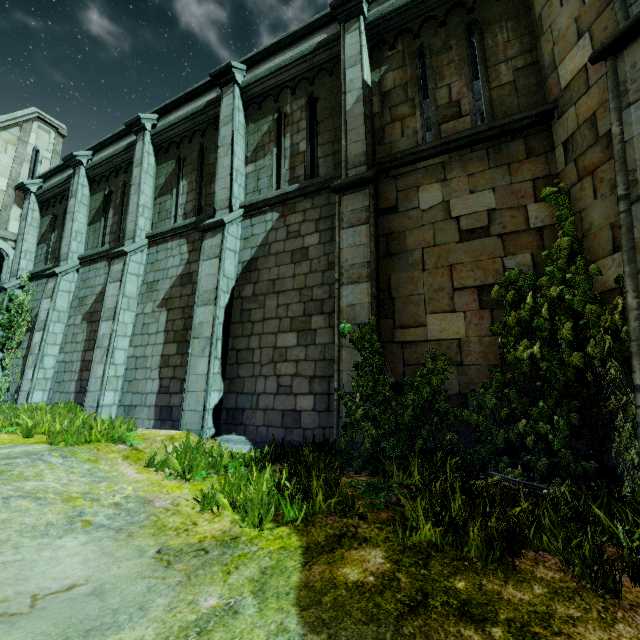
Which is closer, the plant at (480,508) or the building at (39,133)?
the plant at (480,508)

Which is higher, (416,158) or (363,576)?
(416,158)

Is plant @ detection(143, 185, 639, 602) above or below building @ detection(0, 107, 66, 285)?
below

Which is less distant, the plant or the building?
the plant

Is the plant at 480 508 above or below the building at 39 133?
below
